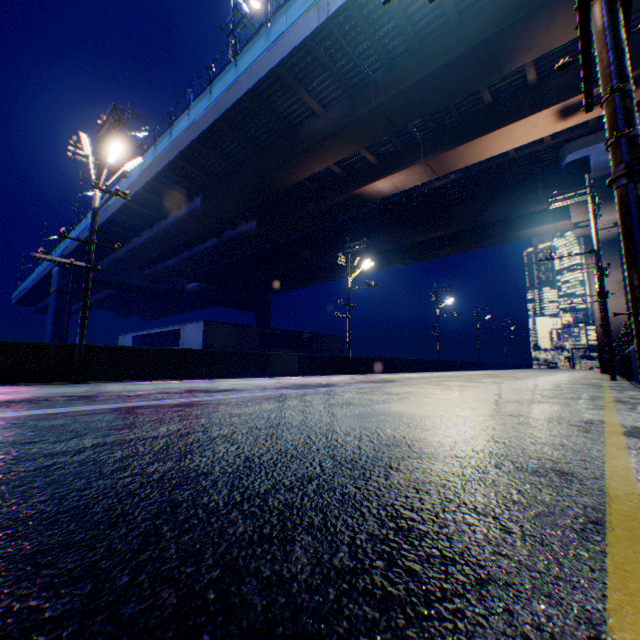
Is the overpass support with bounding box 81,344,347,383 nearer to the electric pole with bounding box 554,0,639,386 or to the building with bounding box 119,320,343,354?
the electric pole with bounding box 554,0,639,386

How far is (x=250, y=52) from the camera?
15.9 meters

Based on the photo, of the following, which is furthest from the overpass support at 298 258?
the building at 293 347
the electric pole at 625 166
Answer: the building at 293 347

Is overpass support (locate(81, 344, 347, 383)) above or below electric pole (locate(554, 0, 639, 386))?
below

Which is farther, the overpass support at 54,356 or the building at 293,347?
the building at 293,347

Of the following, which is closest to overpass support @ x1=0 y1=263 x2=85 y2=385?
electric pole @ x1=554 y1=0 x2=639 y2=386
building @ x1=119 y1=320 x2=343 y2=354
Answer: electric pole @ x1=554 y1=0 x2=639 y2=386
